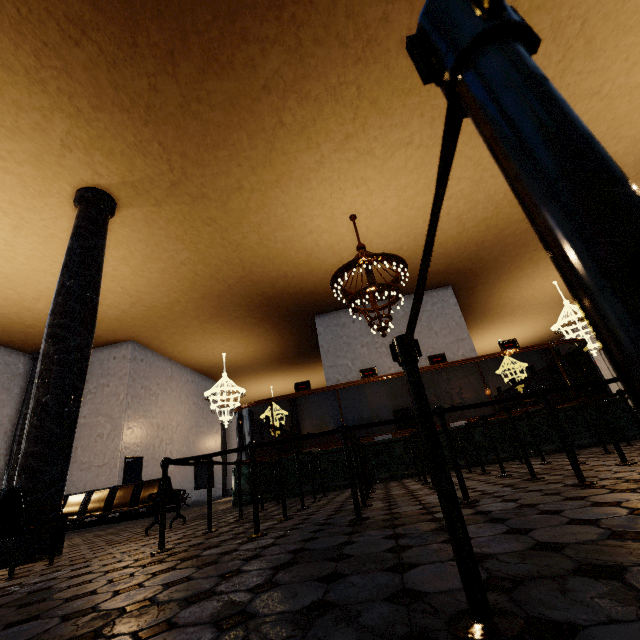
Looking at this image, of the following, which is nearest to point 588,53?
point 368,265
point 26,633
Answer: point 368,265
